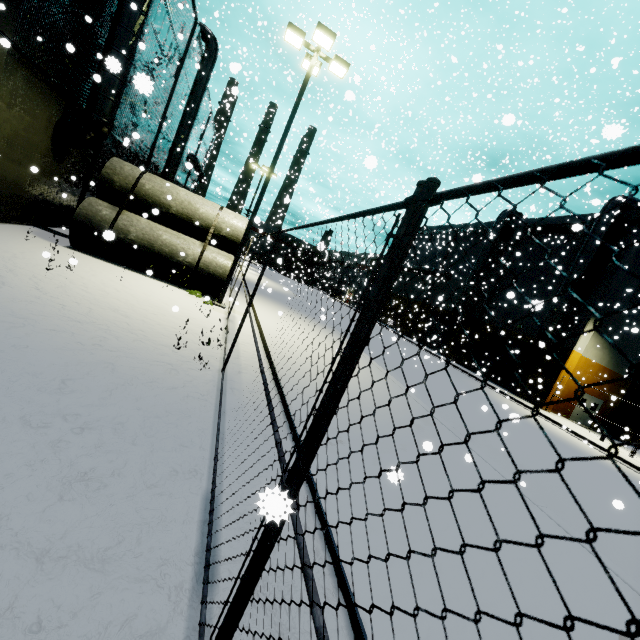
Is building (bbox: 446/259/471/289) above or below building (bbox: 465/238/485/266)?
below

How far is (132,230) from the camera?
11.8m

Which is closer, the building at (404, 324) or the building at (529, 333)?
the building at (529, 333)

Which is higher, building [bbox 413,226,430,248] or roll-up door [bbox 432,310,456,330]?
building [bbox 413,226,430,248]

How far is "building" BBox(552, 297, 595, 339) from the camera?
23.4 meters

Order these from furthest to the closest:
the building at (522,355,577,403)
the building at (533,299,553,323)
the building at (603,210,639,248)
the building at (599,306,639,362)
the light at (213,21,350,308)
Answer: the building at (599,306,639,362) → the building at (522,355,577,403) → the building at (603,210,639,248) → the light at (213,21,350,308) → the building at (533,299,553,323)

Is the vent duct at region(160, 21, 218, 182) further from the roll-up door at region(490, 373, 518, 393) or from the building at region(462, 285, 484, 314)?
the roll-up door at region(490, 373, 518, 393)

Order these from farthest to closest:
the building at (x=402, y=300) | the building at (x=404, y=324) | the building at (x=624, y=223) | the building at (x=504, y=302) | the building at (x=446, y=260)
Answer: the building at (x=402, y=300) < the building at (x=404, y=324) < the building at (x=446, y=260) < the building at (x=504, y=302) < the building at (x=624, y=223)
